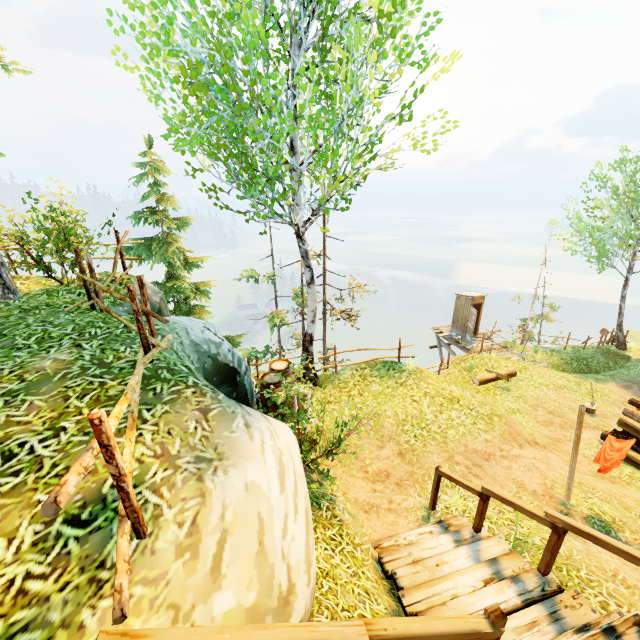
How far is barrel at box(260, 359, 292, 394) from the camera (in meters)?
8.50

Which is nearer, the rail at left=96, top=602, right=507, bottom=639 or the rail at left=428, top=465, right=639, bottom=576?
the rail at left=96, top=602, right=507, bottom=639

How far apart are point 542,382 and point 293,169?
13.39m

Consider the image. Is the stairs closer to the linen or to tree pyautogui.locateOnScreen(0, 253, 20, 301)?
the linen

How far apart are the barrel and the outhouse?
13.9 meters

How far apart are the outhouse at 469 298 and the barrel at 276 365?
13.9 meters

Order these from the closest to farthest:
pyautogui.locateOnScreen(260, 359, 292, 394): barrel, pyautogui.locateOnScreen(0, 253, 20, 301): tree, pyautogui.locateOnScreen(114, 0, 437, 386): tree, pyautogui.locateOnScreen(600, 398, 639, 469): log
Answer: pyautogui.locateOnScreen(114, 0, 437, 386): tree
pyautogui.locateOnScreen(0, 253, 20, 301): tree
pyautogui.locateOnScreen(260, 359, 292, 394): barrel
pyautogui.locateOnScreen(600, 398, 639, 469): log

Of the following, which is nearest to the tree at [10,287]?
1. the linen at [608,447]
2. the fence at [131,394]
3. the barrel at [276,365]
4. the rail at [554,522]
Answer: the barrel at [276,365]
